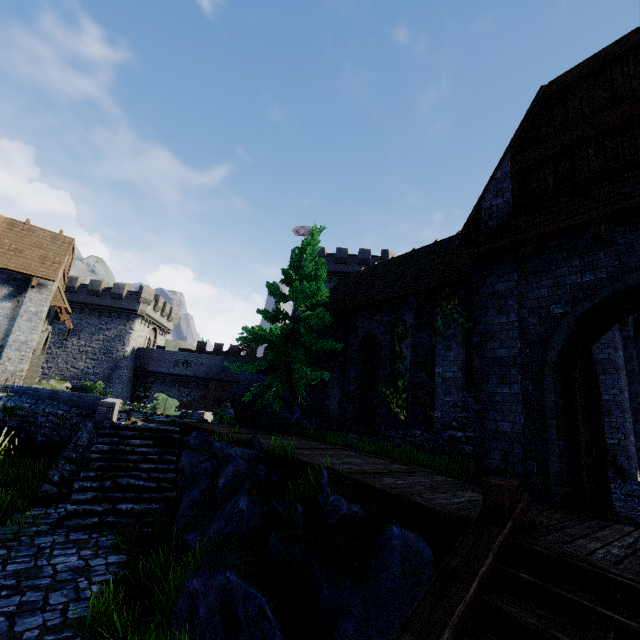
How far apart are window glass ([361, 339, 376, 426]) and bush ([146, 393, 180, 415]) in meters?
13.0

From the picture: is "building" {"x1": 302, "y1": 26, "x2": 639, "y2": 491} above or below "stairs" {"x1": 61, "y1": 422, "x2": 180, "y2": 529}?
above

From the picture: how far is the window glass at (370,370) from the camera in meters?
13.8 m

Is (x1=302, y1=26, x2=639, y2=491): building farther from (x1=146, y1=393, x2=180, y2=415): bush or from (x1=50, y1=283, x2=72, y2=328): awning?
(x1=50, y1=283, x2=72, y2=328): awning

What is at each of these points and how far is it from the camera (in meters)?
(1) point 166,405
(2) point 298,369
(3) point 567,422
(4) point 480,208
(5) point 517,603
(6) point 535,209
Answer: (1) bush, 20.53
(2) tree, 12.50
(3) double door, 5.67
(4) building, 8.03
(5) stairs, 2.96
(6) awning, 6.79

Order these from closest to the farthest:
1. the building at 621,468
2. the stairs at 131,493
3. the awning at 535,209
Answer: the awning at 535,209 → the stairs at 131,493 → the building at 621,468

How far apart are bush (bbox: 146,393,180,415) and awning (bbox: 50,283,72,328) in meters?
6.5

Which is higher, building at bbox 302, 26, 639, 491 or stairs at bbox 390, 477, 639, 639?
building at bbox 302, 26, 639, 491
